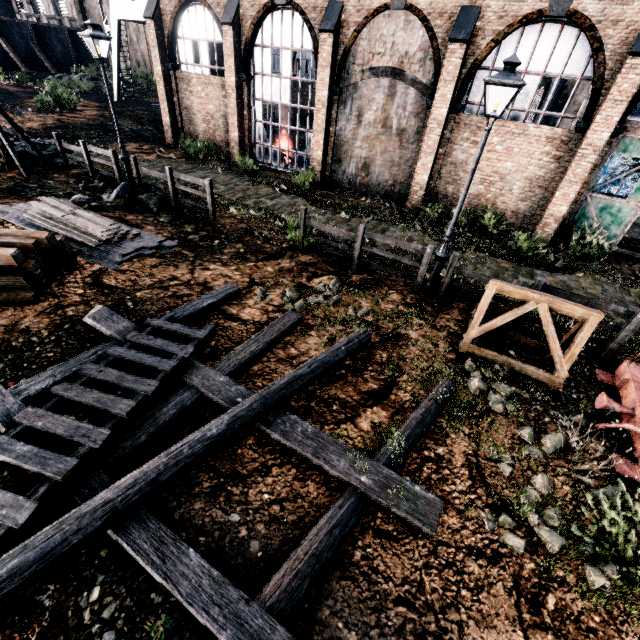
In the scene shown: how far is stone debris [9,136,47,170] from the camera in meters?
15.2

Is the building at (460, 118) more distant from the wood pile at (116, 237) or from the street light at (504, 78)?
the wood pile at (116, 237)

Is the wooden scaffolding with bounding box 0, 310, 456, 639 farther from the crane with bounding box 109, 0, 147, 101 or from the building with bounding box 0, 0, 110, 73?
the building with bounding box 0, 0, 110, 73

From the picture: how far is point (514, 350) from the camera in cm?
822

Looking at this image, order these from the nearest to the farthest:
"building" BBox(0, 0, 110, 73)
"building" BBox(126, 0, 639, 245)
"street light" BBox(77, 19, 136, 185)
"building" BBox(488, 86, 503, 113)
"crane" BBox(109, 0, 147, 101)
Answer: "street light" BBox(77, 19, 136, 185), "building" BBox(126, 0, 639, 245), "building" BBox(488, 86, 503, 113), "crane" BBox(109, 0, 147, 101), "building" BBox(0, 0, 110, 73)

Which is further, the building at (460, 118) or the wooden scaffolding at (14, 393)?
the building at (460, 118)

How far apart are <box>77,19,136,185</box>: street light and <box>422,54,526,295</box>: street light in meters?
13.4 m

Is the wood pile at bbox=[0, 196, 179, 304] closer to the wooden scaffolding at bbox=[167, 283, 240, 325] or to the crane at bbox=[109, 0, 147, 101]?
the wooden scaffolding at bbox=[167, 283, 240, 325]
